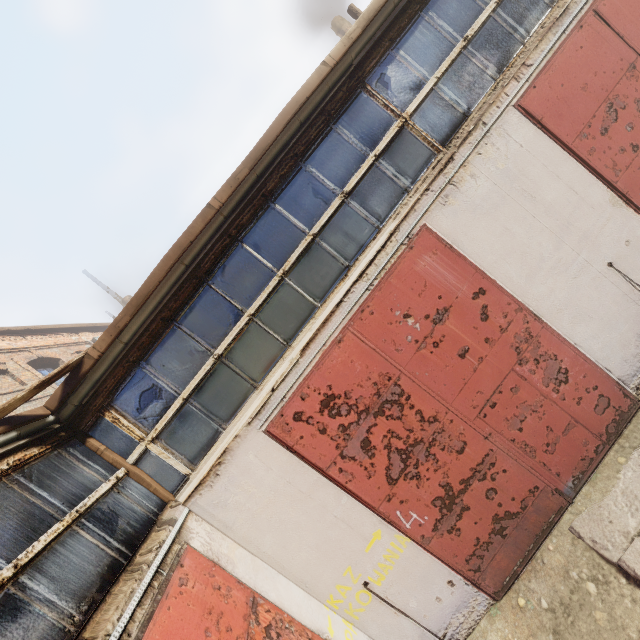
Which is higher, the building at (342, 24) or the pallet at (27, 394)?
the building at (342, 24)

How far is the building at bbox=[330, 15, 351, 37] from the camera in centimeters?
1698cm

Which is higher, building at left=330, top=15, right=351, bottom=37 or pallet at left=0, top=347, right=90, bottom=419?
building at left=330, top=15, right=351, bottom=37

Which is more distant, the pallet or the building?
the building

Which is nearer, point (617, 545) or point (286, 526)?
point (617, 545)

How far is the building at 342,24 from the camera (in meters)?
16.98
